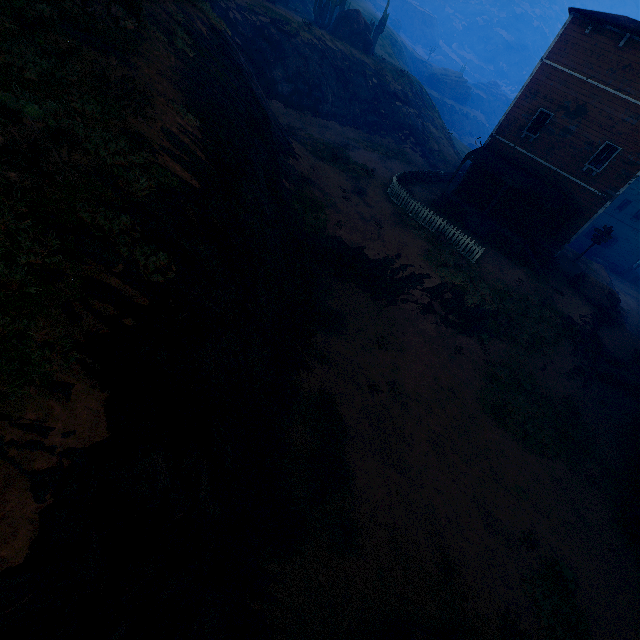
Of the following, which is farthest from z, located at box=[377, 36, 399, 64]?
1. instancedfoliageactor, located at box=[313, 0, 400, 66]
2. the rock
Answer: instancedfoliageactor, located at box=[313, 0, 400, 66]

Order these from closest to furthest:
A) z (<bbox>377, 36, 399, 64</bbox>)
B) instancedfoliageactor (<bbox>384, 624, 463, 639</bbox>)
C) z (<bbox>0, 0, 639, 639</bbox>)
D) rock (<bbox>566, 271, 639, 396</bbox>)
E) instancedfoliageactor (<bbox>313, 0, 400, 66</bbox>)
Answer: z (<bbox>0, 0, 639, 639</bbox>), instancedfoliageactor (<bbox>384, 624, 463, 639</bbox>), rock (<bbox>566, 271, 639, 396</bbox>), instancedfoliageactor (<bbox>313, 0, 400, 66</bbox>), z (<bbox>377, 36, 399, 64</bbox>)

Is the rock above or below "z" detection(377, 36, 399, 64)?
below

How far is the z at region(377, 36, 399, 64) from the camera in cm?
5636

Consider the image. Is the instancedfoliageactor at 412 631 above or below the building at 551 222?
below

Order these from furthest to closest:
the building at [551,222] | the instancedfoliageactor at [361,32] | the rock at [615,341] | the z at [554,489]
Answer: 1. the instancedfoliageactor at [361,32]
2. the rock at [615,341]
3. the building at [551,222]
4. the z at [554,489]

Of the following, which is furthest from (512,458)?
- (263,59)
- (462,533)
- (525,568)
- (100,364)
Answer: → (263,59)
